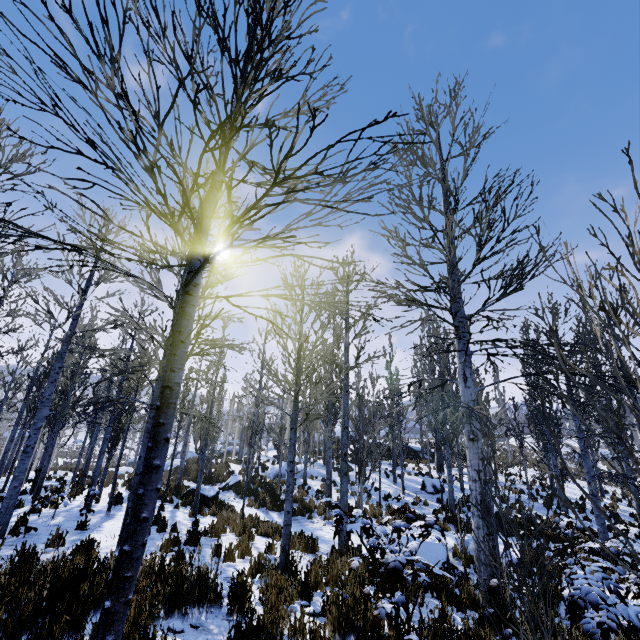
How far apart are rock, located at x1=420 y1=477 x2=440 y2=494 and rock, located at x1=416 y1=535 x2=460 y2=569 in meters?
9.6 m

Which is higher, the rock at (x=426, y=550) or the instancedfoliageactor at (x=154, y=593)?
the instancedfoliageactor at (x=154, y=593)

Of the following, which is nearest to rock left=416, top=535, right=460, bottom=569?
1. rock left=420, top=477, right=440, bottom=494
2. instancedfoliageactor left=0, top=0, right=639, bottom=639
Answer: instancedfoliageactor left=0, top=0, right=639, bottom=639

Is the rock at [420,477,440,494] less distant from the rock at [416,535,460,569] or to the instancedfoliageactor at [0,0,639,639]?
the instancedfoliageactor at [0,0,639,639]

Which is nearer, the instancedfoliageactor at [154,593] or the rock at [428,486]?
the instancedfoliageactor at [154,593]

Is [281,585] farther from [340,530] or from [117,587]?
[117,587]

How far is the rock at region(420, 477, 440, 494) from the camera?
18.8 meters
